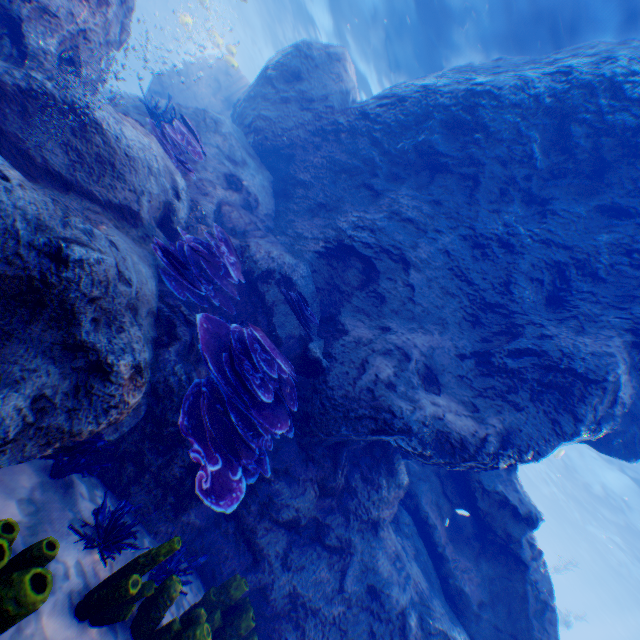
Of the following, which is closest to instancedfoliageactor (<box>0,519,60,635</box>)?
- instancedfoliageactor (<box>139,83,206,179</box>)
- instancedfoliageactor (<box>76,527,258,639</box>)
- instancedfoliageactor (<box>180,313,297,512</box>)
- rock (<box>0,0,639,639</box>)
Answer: rock (<box>0,0,639,639</box>)

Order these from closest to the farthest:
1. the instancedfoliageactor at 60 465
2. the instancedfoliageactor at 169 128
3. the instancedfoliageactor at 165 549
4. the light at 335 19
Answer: the instancedfoliageactor at 165 549 < the instancedfoliageactor at 60 465 < the instancedfoliageactor at 169 128 < the light at 335 19

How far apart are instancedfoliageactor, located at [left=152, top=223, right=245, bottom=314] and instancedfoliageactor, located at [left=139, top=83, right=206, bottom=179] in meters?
1.3 m

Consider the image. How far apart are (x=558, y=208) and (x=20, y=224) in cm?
774

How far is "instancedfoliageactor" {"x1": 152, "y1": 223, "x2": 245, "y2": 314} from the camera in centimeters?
447cm

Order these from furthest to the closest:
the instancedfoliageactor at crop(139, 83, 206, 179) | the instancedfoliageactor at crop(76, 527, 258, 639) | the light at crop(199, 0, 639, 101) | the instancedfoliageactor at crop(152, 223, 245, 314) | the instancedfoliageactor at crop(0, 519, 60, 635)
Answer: the light at crop(199, 0, 639, 101) < the instancedfoliageactor at crop(139, 83, 206, 179) < the instancedfoliageactor at crop(152, 223, 245, 314) < the instancedfoliageactor at crop(76, 527, 258, 639) < the instancedfoliageactor at crop(0, 519, 60, 635)

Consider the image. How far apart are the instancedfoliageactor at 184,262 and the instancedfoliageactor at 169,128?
1.3 meters

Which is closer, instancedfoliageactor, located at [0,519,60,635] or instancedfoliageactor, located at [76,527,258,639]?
instancedfoliageactor, located at [0,519,60,635]
